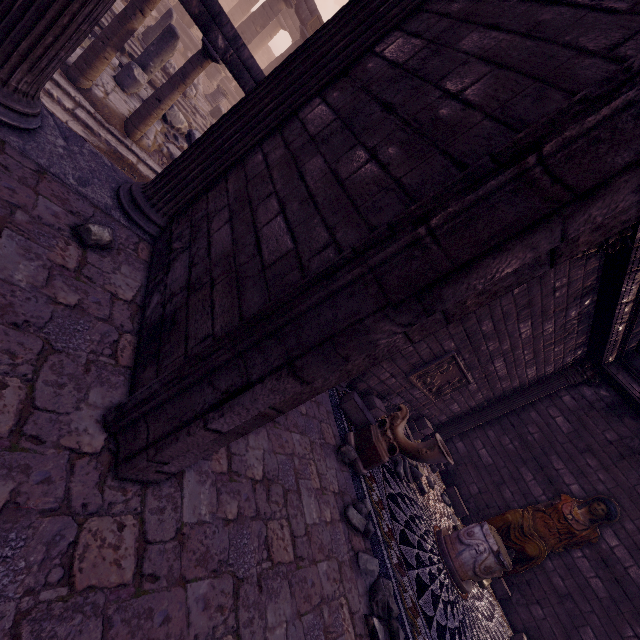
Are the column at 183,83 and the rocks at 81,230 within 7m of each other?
yes

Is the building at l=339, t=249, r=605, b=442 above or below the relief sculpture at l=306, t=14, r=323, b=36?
below

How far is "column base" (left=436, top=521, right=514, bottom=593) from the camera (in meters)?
5.32

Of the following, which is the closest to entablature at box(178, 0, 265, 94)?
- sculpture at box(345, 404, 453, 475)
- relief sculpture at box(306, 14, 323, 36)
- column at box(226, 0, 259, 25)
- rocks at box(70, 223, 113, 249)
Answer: rocks at box(70, 223, 113, 249)

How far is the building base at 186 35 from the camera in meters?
17.0 m

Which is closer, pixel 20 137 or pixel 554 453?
pixel 20 137

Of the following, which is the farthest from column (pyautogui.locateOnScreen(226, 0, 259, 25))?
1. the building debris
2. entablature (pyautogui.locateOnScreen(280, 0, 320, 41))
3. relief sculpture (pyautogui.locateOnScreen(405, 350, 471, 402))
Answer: relief sculpture (pyautogui.locateOnScreen(405, 350, 471, 402))

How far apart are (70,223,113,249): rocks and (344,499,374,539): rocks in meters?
3.7 m
